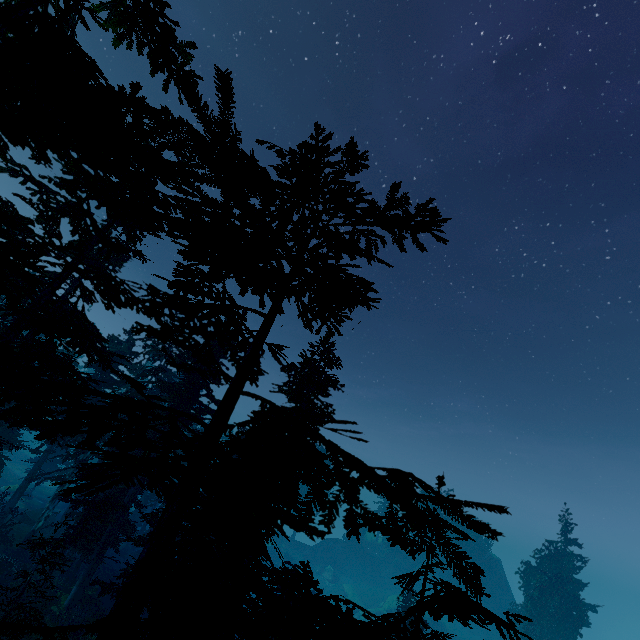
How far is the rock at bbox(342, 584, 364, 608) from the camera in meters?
54.6 m

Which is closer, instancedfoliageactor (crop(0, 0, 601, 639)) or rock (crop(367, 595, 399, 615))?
instancedfoliageactor (crop(0, 0, 601, 639))

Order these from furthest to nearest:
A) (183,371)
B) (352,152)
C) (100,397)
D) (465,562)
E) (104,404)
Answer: (104,404) < (100,397) < (183,371) < (352,152) < (465,562)

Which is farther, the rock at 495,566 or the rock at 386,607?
the rock at 495,566

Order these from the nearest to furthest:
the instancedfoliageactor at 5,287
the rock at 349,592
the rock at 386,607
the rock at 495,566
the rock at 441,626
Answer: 1. the instancedfoliageactor at 5,287
2. the rock at 441,626
3. the rock at 386,607
4. the rock at 349,592
5. the rock at 495,566

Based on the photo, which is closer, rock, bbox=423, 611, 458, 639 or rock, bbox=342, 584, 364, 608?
rock, bbox=423, 611, 458, 639

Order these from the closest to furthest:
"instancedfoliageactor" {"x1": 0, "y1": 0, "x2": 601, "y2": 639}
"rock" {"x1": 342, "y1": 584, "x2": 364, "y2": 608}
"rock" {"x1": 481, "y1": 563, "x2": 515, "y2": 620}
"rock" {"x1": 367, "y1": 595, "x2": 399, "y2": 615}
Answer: "instancedfoliageactor" {"x1": 0, "y1": 0, "x2": 601, "y2": 639}
"rock" {"x1": 367, "y1": 595, "x2": 399, "y2": 615}
"rock" {"x1": 342, "y1": 584, "x2": 364, "y2": 608}
"rock" {"x1": 481, "y1": 563, "x2": 515, "y2": 620}
